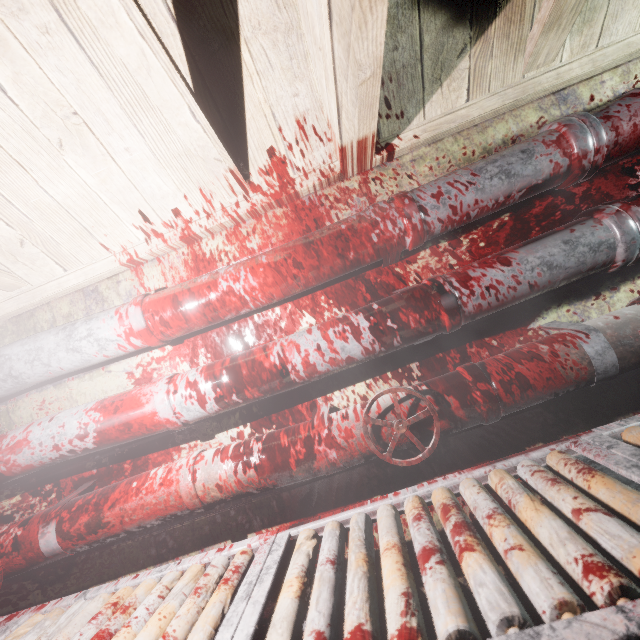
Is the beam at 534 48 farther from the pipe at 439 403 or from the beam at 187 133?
the pipe at 439 403

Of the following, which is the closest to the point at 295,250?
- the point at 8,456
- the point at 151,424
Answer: the point at 151,424

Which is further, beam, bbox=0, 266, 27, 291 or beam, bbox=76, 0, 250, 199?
beam, bbox=0, 266, 27, 291

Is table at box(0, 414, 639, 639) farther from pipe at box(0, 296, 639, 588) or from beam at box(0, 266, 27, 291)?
beam at box(0, 266, 27, 291)

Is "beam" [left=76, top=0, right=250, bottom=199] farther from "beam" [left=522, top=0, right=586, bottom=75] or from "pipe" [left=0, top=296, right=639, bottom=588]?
"pipe" [left=0, top=296, right=639, bottom=588]

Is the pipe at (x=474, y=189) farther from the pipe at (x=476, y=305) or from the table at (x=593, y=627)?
the table at (x=593, y=627)

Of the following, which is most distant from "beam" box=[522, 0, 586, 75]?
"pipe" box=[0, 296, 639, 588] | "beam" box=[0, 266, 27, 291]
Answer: "beam" box=[0, 266, 27, 291]
